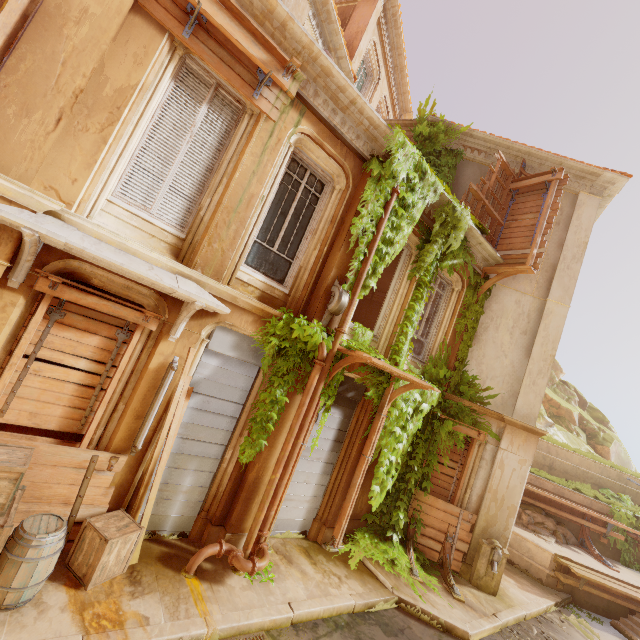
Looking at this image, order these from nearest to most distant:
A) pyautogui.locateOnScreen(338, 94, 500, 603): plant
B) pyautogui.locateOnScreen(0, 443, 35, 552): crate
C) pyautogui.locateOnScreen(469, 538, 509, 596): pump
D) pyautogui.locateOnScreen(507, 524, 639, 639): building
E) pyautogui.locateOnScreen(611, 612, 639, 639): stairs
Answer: pyautogui.locateOnScreen(0, 443, 35, 552): crate, pyautogui.locateOnScreen(338, 94, 500, 603): plant, pyautogui.locateOnScreen(469, 538, 509, 596): pump, pyautogui.locateOnScreen(611, 612, 639, 639): stairs, pyautogui.locateOnScreen(507, 524, 639, 639): building

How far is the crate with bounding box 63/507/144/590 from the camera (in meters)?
4.31

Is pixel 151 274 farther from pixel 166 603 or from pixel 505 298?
pixel 505 298

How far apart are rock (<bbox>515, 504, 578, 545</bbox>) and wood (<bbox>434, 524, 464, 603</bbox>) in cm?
508

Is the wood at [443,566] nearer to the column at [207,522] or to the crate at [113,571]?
the column at [207,522]

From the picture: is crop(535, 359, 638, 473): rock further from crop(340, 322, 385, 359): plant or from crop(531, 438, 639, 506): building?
crop(340, 322, 385, 359): plant

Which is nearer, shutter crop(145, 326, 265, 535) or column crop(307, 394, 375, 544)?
shutter crop(145, 326, 265, 535)

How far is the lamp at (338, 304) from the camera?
6.3 meters
